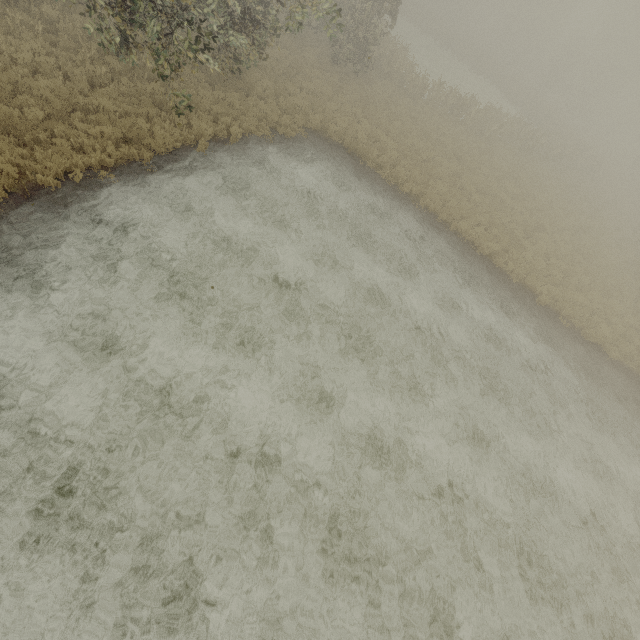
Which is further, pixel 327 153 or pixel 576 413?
pixel 327 153
